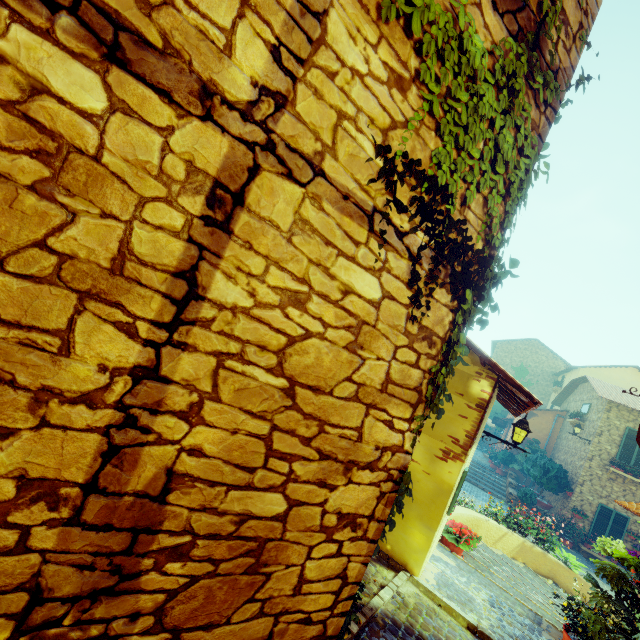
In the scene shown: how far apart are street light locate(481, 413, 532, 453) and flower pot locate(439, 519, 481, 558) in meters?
1.6 m

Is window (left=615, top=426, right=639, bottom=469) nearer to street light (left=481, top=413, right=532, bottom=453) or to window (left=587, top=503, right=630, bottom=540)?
window (left=587, top=503, right=630, bottom=540)

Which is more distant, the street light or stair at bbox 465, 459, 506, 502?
stair at bbox 465, 459, 506, 502

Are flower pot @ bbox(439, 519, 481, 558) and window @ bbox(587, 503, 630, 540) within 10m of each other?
no

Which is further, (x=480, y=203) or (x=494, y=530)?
(x=494, y=530)

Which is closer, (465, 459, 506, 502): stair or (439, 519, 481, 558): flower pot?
(439, 519, 481, 558): flower pot

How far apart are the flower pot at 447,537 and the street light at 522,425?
1.6 meters

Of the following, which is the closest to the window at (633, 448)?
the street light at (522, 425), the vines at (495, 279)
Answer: the vines at (495, 279)
